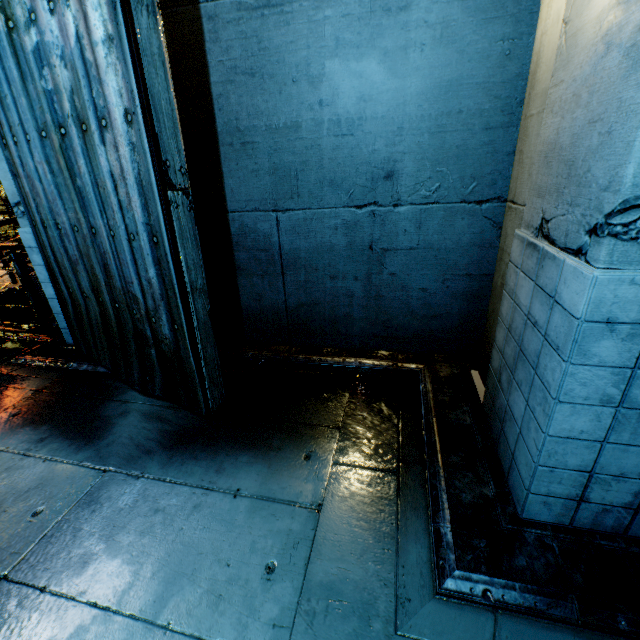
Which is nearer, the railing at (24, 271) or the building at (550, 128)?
the building at (550, 128)

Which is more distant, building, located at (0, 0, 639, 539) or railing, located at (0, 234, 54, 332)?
railing, located at (0, 234, 54, 332)

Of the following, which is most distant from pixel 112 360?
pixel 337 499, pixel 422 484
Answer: pixel 422 484
